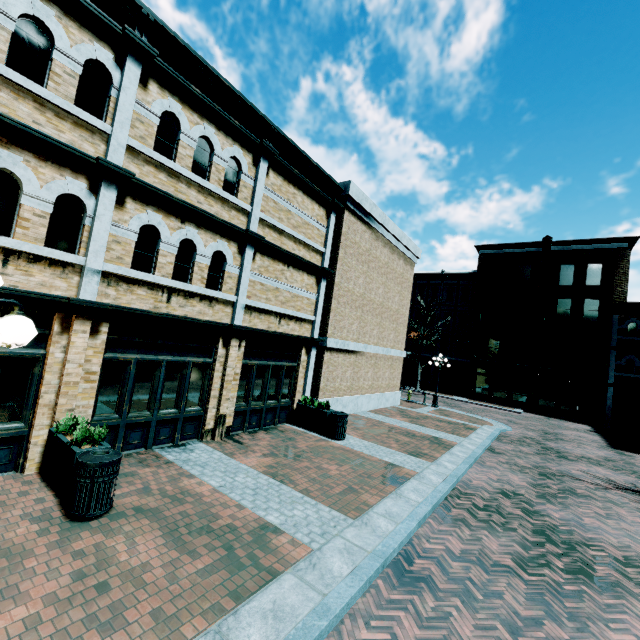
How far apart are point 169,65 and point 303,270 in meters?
6.8

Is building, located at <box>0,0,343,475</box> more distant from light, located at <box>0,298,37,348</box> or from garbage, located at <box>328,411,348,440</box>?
light, located at <box>0,298,37,348</box>

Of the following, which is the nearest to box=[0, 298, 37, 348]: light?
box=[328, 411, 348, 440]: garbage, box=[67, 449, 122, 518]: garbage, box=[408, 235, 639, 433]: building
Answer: box=[67, 449, 122, 518]: garbage

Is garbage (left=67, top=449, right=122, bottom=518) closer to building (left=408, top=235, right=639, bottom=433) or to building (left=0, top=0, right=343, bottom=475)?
building (left=0, top=0, right=343, bottom=475)

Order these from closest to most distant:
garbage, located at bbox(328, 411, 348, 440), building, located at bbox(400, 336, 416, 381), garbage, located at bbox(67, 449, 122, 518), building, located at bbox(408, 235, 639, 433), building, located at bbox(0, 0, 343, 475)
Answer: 1. garbage, located at bbox(67, 449, 122, 518)
2. building, located at bbox(0, 0, 343, 475)
3. garbage, located at bbox(328, 411, 348, 440)
4. building, located at bbox(408, 235, 639, 433)
5. building, located at bbox(400, 336, 416, 381)

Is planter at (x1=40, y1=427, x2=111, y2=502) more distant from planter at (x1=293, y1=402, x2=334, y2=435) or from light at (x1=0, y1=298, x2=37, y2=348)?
planter at (x1=293, y1=402, x2=334, y2=435)

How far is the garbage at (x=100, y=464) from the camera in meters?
4.9

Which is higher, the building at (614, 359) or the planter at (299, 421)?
the building at (614, 359)
